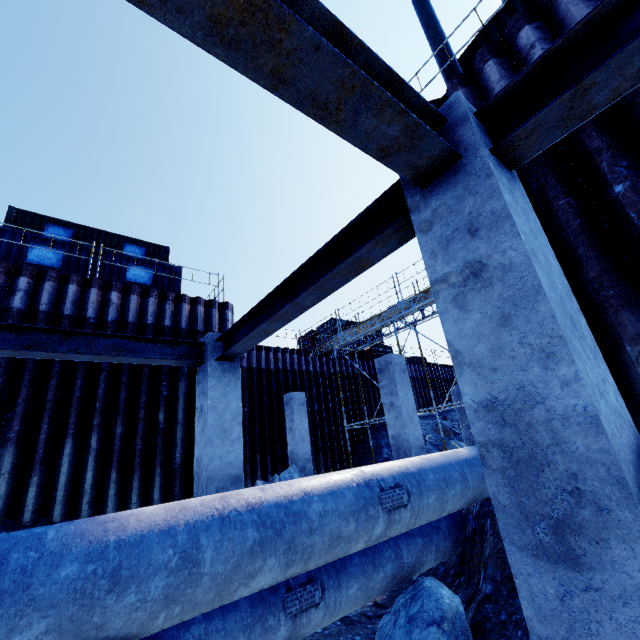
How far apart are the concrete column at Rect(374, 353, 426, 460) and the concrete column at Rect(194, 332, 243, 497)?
4.3m

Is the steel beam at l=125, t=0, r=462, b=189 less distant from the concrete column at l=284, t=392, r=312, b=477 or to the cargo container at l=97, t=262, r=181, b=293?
the concrete column at l=284, t=392, r=312, b=477

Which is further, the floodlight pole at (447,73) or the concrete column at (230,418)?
the floodlight pole at (447,73)

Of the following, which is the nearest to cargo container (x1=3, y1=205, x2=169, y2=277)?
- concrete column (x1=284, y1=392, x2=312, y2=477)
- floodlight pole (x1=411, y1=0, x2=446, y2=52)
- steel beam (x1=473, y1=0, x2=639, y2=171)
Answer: concrete column (x1=284, y1=392, x2=312, y2=477)

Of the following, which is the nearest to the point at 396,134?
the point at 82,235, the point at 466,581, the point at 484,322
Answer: the point at 484,322

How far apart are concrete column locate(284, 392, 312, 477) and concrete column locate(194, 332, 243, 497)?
6.2 meters

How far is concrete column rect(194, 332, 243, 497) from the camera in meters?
5.0 m

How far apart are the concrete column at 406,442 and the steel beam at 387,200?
4.52m
